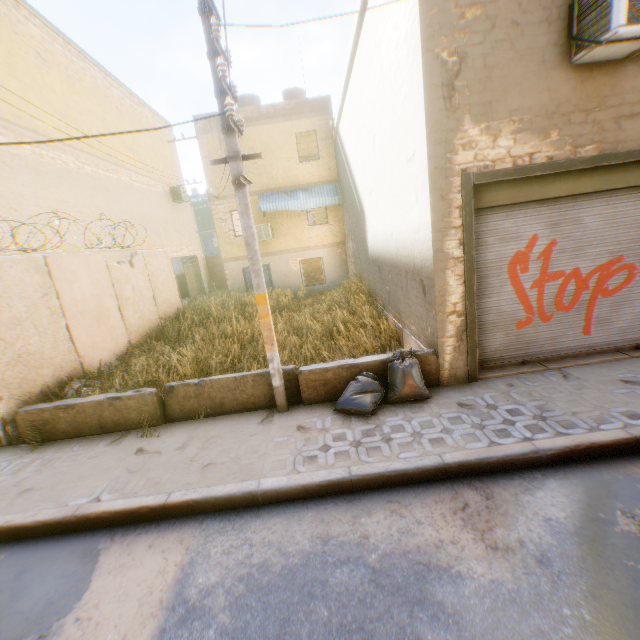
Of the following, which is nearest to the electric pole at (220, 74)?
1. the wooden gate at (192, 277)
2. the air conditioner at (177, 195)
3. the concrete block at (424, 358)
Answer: the concrete block at (424, 358)

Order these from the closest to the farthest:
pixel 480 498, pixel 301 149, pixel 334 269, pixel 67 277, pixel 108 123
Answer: pixel 480 498
pixel 67 277
pixel 108 123
pixel 301 149
pixel 334 269

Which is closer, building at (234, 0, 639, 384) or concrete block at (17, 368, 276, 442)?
building at (234, 0, 639, 384)

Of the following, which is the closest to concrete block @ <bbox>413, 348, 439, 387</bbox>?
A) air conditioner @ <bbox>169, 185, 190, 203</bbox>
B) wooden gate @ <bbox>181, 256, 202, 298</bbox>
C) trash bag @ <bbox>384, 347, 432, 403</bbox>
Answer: trash bag @ <bbox>384, 347, 432, 403</bbox>

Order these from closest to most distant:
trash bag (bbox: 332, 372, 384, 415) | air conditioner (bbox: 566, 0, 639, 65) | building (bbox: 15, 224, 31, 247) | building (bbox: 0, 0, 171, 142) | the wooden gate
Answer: air conditioner (bbox: 566, 0, 639, 65)
trash bag (bbox: 332, 372, 384, 415)
building (bbox: 15, 224, 31, 247)
building (bbox: 0, 0, 171, 142)
the wooden gate

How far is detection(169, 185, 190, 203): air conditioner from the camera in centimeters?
1864cm

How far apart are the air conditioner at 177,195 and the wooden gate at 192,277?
3.2 meters

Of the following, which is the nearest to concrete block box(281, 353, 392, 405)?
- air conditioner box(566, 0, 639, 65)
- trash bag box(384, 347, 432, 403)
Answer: trash bag box(384, 347, 432, 403)
